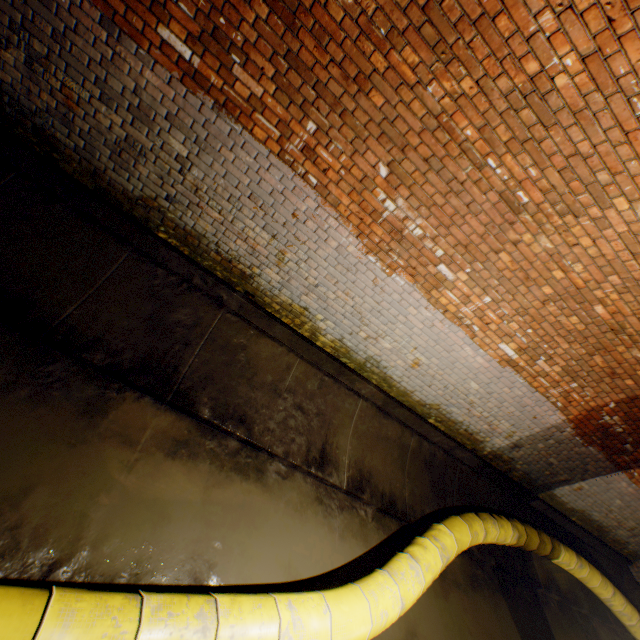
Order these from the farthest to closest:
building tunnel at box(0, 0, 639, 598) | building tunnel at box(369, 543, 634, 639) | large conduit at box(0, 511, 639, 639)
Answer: building tunnel at box(369, 543, 634, 639)
building tunnel at box(0, 0, 639, 598)
large conduit at box(0, 511, 639, 639)

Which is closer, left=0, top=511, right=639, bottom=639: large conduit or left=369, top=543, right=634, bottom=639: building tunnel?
left=0, top=511, right=639, bottom=639: large conduit

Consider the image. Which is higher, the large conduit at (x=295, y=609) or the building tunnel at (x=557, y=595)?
the large conduit at (x=295, y=609)

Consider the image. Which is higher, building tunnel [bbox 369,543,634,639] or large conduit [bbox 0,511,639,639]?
large conduit [bbox 0,511,639,639]

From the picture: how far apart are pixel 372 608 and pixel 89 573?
2.3 meters

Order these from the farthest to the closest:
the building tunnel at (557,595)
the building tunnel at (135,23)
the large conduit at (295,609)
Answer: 1. the building tunnel at (557,595)
2. the building tunnel at (135,23)
3. the large conduit at (295,609)

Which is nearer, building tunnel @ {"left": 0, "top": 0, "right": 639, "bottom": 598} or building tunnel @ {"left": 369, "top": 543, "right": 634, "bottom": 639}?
building tunnel @ {"left": 0, "top": 0, "right": 639, "bottom": 598}
